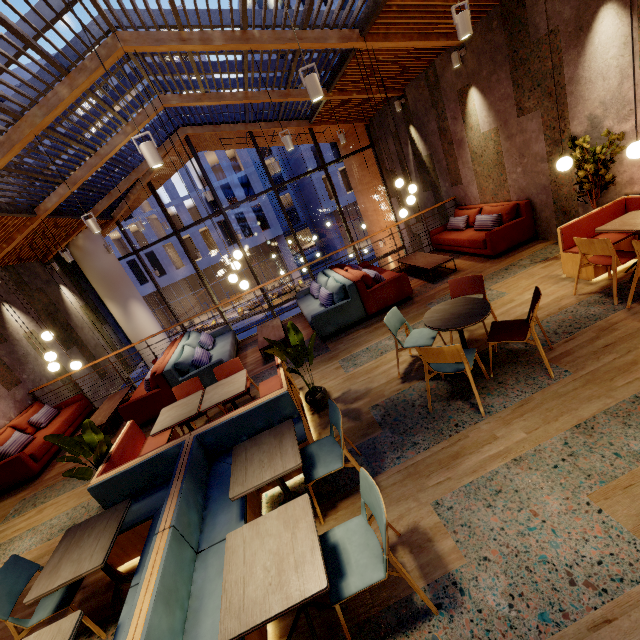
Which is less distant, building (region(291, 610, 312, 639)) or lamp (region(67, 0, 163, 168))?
building (region(291, 610, 312, 639))

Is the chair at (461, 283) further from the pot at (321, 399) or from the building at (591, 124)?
the pot at (321, 399)

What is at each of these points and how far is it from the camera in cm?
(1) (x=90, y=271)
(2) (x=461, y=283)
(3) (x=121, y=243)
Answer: (1) column, 1138
(2) chair, 445
(3) building, 3906

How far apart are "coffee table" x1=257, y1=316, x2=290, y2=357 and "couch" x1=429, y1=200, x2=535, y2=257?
4.57m

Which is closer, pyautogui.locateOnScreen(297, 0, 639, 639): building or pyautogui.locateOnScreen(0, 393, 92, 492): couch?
pyautogui.locateOnScreen(297, 0, 639, 639): building

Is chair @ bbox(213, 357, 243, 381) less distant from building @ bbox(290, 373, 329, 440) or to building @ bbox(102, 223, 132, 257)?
building @ bbox(290, 373, 329, 440)

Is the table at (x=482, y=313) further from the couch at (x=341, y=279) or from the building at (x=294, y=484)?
the couch at (x=341, y=279)

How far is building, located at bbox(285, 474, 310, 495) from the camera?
3.3 meters
